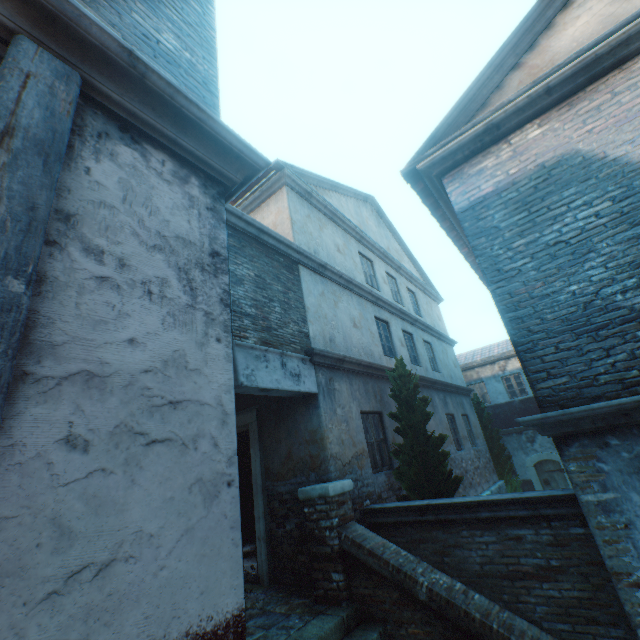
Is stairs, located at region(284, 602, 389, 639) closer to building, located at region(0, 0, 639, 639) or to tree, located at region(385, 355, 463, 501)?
building, located at region(0, 0, 639, 639)

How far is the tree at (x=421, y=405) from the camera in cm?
627

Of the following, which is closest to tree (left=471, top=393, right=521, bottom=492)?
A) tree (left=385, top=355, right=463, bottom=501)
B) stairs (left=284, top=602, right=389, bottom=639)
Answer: tree (left=385, top=355, right=463, bottom=501)

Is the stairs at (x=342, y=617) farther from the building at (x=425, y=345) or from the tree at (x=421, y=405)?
the tree at (x=421, y=405)

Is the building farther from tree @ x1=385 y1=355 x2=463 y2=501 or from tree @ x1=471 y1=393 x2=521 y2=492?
tree @ x1=471 y1=393 x2=521 y2=492

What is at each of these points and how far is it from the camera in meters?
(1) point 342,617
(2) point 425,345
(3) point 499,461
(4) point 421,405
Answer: (1) stairs, 4.3 m
(2) building, 13.3 m
(3) tree, 14.7 m
(4) tree, 6.8 m

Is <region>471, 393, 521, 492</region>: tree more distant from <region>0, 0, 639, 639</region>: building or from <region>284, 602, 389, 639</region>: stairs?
<region>0, 0, 639, 639</region>: building

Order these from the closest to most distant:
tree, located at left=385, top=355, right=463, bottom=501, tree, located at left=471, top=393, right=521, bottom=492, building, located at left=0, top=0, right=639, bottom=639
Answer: building, located at left=0, top=0, right=639, bottom=639, tree, located at left=385, top=355, right=463, bottom=501, tree, located at left=471, top=393, right=521, bottom=492
